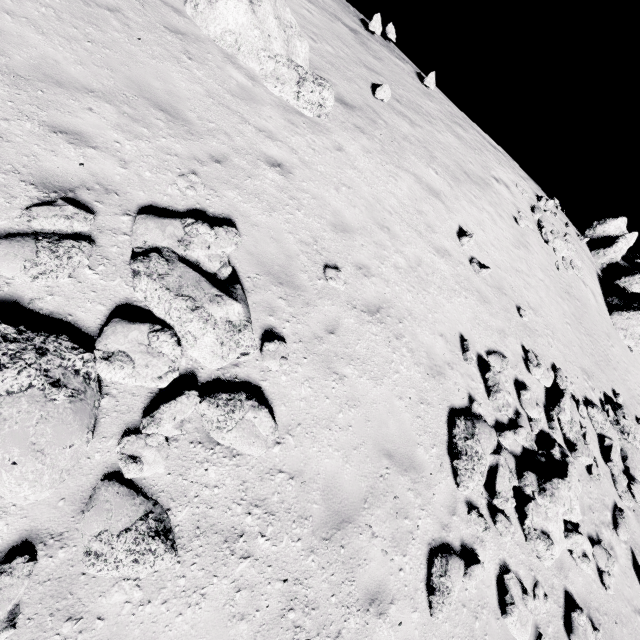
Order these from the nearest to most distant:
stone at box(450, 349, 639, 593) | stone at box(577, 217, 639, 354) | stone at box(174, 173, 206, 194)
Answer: stone at box(174, 173, 206, 194) < stone at box(450, 349, 639, 593) < stone at box(577, 217, 639, 354)

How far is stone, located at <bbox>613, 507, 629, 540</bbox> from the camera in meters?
9.6

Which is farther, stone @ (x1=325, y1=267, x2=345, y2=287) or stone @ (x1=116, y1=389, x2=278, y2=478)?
stone @ (x1=325, y1=267, x2=345, y2=287)

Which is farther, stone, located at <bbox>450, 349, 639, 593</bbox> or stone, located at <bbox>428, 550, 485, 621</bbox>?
stone, located at <bbox>450, 349, 639, 593</bbox>

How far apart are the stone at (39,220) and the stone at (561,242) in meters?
20.7

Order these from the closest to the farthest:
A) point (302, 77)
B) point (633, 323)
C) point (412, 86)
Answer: point (302, 77), point (412, 86), point (633, 323)

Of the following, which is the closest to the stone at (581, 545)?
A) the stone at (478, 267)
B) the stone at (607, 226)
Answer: the stone at (478, 267)

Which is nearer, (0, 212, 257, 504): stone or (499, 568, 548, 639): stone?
(0, 212, 257, 504): stone
